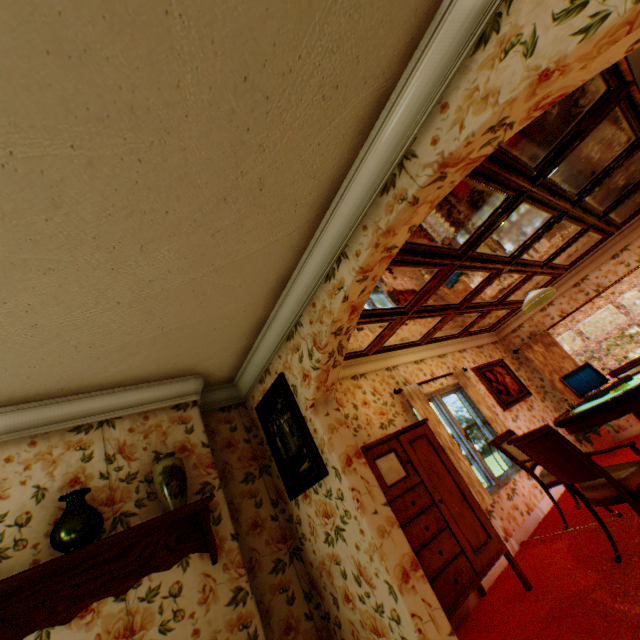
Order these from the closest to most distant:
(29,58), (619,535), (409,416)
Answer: (29,58) < (619,535) < (409,416)

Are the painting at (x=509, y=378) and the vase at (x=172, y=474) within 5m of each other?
no

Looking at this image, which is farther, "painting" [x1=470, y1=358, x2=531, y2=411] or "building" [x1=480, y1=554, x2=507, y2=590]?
"painting" [x1=470, y1=358, x2=531, y2=411]

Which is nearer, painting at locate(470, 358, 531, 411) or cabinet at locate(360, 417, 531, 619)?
cabinet at locate(360, 417, 531, 619)

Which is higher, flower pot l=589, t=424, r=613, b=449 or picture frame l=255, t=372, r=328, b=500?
picture frame l=255, t=372, r=328, b=500

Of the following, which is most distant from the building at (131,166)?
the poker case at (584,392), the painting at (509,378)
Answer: the poker case at (584,392)

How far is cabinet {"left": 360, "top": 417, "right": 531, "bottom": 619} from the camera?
2.9 meters

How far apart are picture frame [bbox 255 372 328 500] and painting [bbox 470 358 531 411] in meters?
4.9 m
